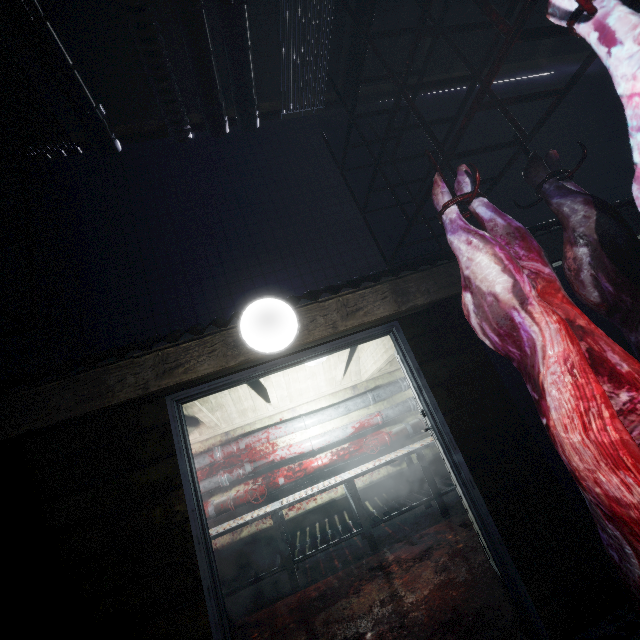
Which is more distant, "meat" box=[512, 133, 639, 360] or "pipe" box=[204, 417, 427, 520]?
"pipe" box=[204, 417, 427, 520]

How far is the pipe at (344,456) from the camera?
4.40m

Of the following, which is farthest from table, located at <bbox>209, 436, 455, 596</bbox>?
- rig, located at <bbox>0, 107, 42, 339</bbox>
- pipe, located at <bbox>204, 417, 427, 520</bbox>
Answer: rig, located at <bbox>0, 107, 42, 339</bbox>

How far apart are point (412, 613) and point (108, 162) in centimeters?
431cm

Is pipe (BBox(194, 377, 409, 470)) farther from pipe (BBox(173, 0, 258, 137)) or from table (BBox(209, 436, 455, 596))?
pipe (BBox(173, 0, 258, 137))

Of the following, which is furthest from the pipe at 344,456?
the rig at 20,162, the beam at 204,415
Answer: the rig at 20,162

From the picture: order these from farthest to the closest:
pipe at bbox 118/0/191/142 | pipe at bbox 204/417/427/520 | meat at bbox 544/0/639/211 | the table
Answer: pipe at bbox 204/417/427/520 < the table < pipe at bbox 118/0/191/142 < meat at bbox 544/0/639/211

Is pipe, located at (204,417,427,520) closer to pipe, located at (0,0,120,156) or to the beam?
the beam
